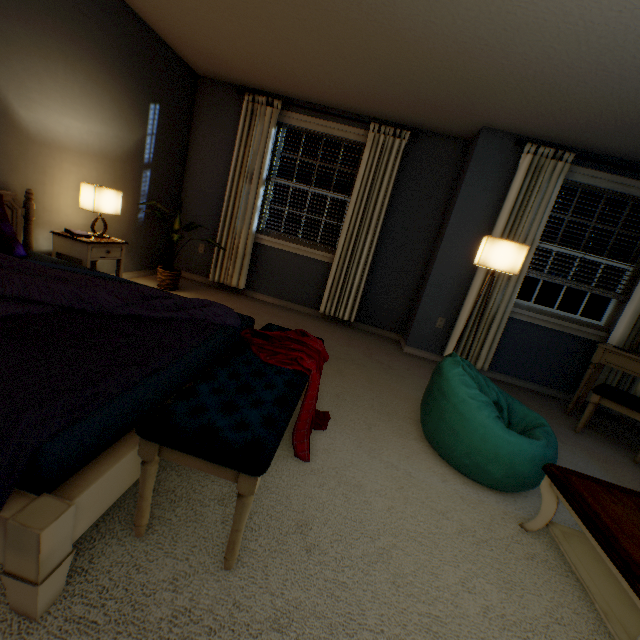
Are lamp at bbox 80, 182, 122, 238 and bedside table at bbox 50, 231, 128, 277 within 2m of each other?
yes

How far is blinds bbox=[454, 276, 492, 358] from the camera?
3.4m

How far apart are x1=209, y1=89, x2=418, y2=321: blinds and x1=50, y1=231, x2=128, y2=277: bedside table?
1.28m

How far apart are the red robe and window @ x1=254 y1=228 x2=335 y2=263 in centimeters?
238cm

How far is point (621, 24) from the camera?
1.68m

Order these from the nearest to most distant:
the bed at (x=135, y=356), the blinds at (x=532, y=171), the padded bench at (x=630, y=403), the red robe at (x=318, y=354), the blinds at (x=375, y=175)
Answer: the bed at (x=135, y=356), the red robe at (x=318, y=354), the padded bench at (x=630, y=403), the blinds at (x=532, y=171), the blinds at (x=375, y=175)

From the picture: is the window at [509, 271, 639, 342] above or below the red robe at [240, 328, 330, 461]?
above

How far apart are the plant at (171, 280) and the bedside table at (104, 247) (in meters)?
0.62
